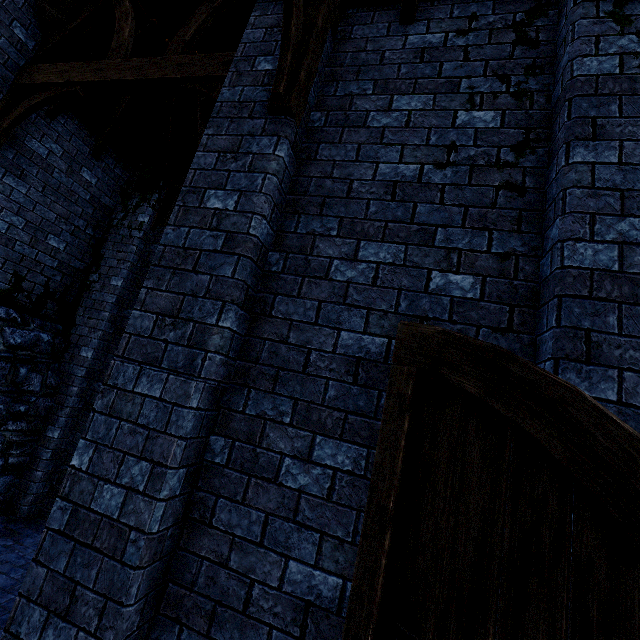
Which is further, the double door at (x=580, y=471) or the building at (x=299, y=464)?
the building at (x=299, y=464)

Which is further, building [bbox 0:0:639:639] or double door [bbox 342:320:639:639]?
building [bbox 0:0:639:639]

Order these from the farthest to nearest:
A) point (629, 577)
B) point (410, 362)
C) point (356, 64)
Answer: point (356, 64) < point (410, 362) < point (629, 577)
